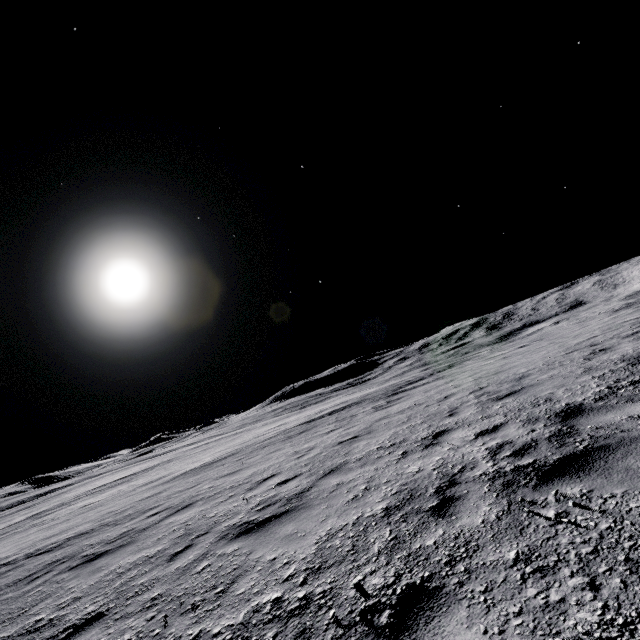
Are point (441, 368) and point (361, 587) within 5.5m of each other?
no
